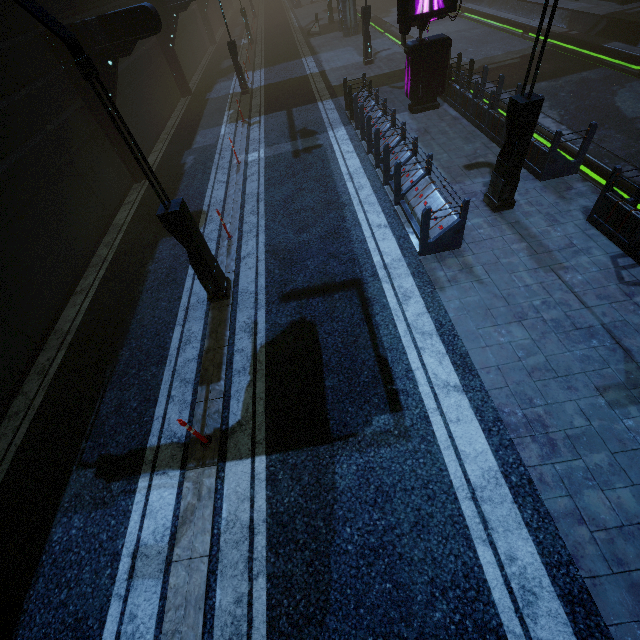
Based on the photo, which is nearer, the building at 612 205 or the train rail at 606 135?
the building at 612 205

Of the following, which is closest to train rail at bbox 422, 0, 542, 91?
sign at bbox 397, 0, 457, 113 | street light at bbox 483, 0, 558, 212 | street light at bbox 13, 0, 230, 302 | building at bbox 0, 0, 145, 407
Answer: building at bbox 0, 0, 145, 407

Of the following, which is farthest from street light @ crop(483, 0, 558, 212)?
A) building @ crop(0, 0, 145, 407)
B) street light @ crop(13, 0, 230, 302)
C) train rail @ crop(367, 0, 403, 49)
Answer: street light @ crop(13, 0, 230, 302)

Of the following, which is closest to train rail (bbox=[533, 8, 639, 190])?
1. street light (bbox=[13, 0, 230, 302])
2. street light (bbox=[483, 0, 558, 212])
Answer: street light (bbox=[483, 0, 558, 212])

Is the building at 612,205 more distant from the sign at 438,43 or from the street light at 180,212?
the street light at 180,212

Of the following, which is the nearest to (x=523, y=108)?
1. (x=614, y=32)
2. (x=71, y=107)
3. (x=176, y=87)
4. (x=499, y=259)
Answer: (x=499, y=259)

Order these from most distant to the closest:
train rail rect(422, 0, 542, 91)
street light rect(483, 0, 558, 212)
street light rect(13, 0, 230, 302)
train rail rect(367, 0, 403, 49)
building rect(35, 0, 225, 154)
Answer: train rail rect(367, 0, 403, 49) → train rail rect(422, 0, 542, 91) → building rect(35, 0, 225, 154) → street light rect(483, 0, 558, 212) → street light rect(13, 0, 230, 302)

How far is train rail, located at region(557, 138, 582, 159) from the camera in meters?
10.3 m
